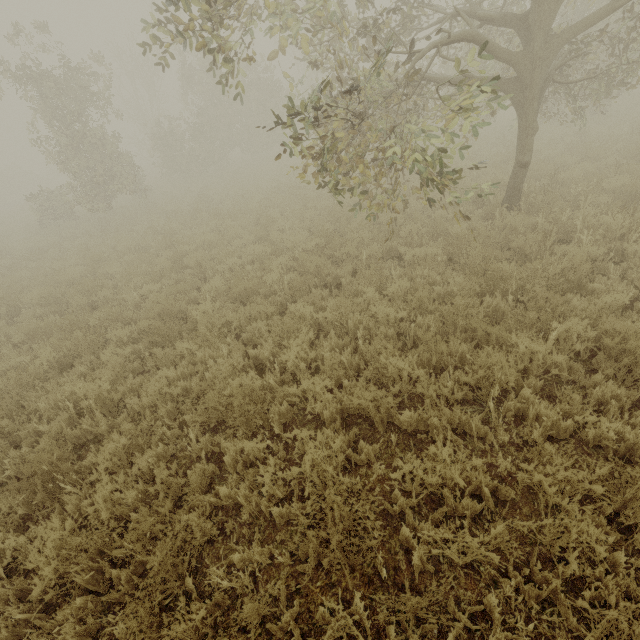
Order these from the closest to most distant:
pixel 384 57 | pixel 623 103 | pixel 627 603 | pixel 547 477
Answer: pixel 627 603
pixel 547 477
pixel 384 57
pixel 623 103
